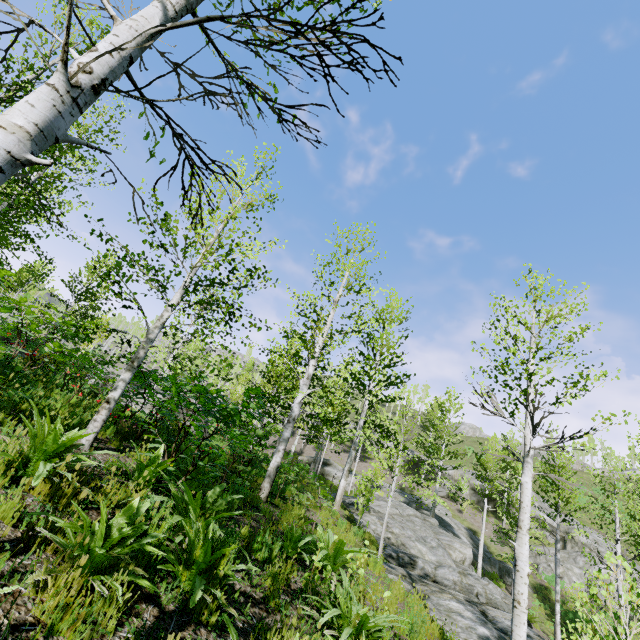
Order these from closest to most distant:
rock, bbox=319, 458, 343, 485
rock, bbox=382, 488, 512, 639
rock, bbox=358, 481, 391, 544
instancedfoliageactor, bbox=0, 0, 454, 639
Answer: instancedfoliageactor, bbox=0, 0, 454, 639 < rock, bbox=382, 488, 512, 639 < rock, bbox=358, 481, 391, 544 < rock, bbox=319, 458, 343, 485

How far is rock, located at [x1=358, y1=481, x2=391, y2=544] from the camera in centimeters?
1520cm

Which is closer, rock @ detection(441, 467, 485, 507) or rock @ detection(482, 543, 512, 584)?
→ rock @ detection(482, 543, 512, 584)

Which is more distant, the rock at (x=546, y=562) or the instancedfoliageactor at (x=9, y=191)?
the rock at (x=546, y=562)

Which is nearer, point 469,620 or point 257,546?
point 257,546

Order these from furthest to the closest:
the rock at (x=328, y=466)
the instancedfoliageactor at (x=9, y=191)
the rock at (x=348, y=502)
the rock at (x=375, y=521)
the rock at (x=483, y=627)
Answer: the rock at (x=328, y=466) → the rock at (x=348, y=502) → the rock at (x=375, y=521) → the rock at (x=483, y=627) → the instancedfoliageactor at (x=9, y=191)

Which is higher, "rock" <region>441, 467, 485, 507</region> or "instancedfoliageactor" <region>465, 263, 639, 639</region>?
"rock" <region>441, 467, 485, 507</region>
